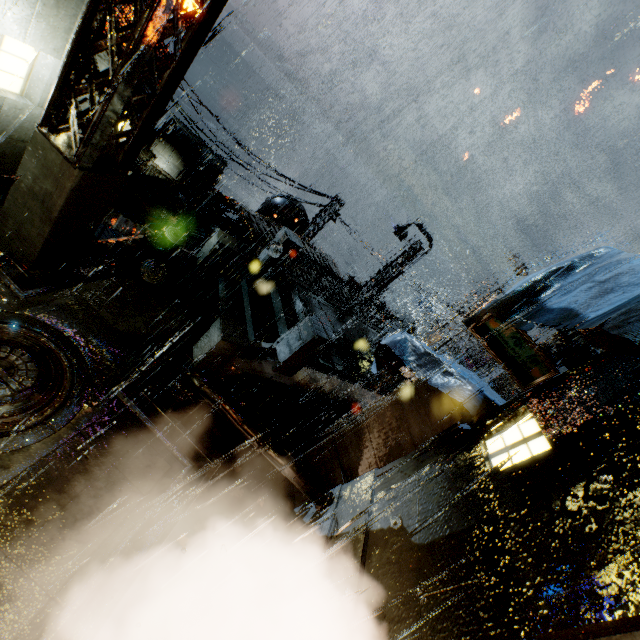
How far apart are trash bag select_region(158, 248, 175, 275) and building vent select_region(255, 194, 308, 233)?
15.62m

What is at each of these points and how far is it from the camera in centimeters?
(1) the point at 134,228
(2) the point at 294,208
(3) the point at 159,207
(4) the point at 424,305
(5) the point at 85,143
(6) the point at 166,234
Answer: (1) building, 1111cm
(2) building vent, 2567cm
(3) building vent, 3066cm
(4) cloth, 5141cm
(5) support beam, 589cm
(6) trash can, 1015cm

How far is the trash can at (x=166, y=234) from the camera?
9.6m

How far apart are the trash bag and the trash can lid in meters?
0.0

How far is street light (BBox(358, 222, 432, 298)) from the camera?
21.09m

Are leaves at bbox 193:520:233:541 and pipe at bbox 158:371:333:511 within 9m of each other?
yes

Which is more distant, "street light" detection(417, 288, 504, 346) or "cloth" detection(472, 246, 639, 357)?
"street light" detection(417, 288, 504, 346)

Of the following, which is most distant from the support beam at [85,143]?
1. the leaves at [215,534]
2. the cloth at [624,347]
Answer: the leaves at [215,534]
